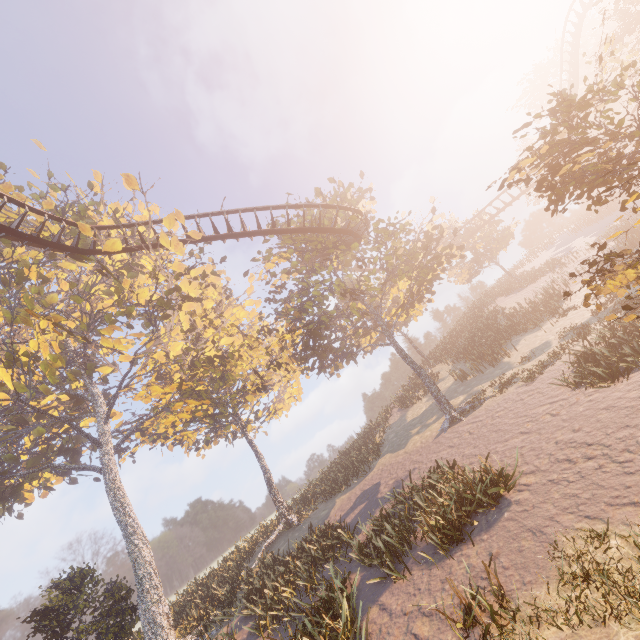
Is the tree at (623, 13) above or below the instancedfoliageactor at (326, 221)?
below

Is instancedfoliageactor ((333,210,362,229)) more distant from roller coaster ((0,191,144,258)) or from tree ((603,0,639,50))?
tree ((603,0,639,50))

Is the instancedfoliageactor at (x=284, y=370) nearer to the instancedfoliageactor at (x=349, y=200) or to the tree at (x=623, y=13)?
the instancedfoliageactor at (x=349, y=200)

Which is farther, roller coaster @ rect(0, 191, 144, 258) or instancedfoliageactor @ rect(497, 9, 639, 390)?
roller coaster @ rect(0, 191, 144, 258)

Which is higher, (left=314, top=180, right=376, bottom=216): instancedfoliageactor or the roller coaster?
the roller coaster

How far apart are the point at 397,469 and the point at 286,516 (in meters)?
10.99

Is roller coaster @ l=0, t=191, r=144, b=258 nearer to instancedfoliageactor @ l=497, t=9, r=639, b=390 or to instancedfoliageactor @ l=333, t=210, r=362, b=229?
instancedfoliageactor @ l=497, t=9, r=639, b=390

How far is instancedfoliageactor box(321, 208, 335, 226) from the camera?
21.2m
